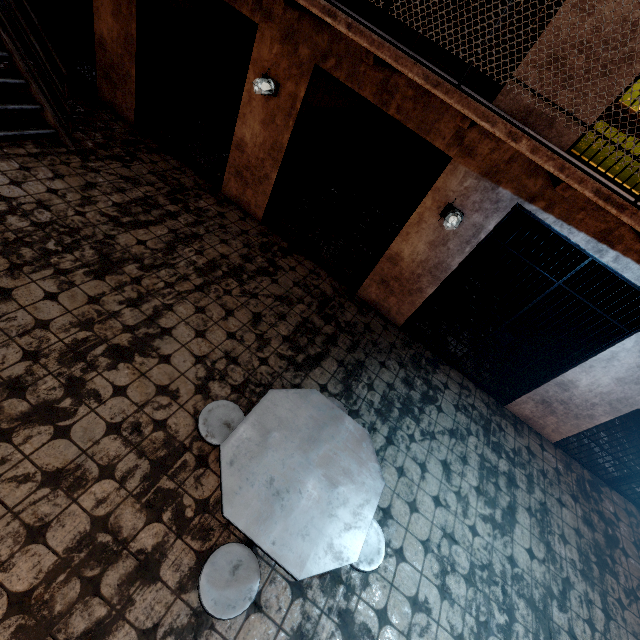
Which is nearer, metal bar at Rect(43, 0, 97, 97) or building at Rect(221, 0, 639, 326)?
building at Rect(221, 0, 639, 326)

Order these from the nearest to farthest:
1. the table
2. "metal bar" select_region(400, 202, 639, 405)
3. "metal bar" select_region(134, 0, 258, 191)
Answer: the table < "metal bar" select_region(400, 202, 639, 405) < "metal bar" select_region(134, 0, 258, 191)

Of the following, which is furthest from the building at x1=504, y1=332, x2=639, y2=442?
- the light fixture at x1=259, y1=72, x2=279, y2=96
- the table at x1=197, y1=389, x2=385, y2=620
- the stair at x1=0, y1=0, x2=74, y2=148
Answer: the table at x1=197, y1=389, x2=385, y2=620

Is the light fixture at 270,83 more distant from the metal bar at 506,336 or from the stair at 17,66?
the metal bar at 506,336

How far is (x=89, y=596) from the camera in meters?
2.1

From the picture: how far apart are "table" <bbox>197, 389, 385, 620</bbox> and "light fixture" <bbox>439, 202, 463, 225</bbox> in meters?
2.7

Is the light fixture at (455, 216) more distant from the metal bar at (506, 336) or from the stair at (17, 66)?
the stair at (17, 66)

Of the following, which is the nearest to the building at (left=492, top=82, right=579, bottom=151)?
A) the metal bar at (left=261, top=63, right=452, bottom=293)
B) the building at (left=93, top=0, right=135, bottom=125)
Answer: the building at (left=93, top=0, right=135, bottom=125)
